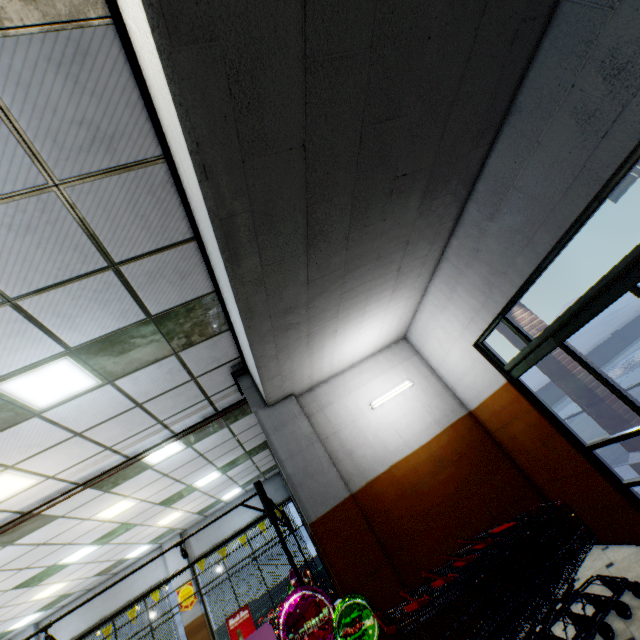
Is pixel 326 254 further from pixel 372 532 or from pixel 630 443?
pixel 630 443

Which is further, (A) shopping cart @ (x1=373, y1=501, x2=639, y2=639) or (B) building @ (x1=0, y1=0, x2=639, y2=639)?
(A) shopping cart @ (x1=373, y1=501, x2=639, y2=639)

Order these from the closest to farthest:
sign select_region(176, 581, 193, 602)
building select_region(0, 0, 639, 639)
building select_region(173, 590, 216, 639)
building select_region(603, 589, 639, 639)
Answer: building select_region(0, 0, 639, 639)
building select_region(603, 589, 639, 639)
building select_region(173, 590, 216, 639)
sign select_region(176, 581, 193, 602)

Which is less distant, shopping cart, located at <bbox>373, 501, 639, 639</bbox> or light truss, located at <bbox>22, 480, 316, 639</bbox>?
shopping cart, located at <bbox>373, 501, 639, 639</bbox>

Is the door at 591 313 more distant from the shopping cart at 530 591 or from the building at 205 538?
the shopping cart at 530 591

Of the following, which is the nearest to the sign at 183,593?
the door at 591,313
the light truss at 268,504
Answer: the light truss at 268,504

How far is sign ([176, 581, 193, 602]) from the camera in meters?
11.6

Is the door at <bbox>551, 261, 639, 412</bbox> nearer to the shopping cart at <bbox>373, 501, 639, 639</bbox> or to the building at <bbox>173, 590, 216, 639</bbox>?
the building at <bbox>173, 590, 216, 639</bbox>
